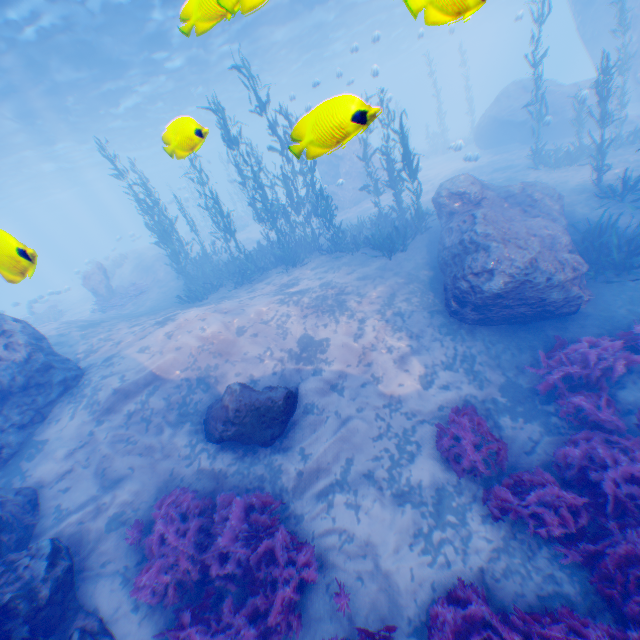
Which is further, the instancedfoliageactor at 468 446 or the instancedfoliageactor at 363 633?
the instancedfoliageactor at 468 446

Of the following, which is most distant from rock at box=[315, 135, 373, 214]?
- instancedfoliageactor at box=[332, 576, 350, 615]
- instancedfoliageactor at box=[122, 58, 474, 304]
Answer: instancedfoliageactor at box=[332, 576, 350, 615]

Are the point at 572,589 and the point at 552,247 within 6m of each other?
no

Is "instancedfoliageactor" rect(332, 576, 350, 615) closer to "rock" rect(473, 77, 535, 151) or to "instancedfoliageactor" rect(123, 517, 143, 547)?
"instancedfoliageactor" rect(123, 517, 143, 547)

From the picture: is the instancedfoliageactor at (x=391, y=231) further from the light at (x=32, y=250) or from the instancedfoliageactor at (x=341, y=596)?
the instancedfoliageactor at (x=341, y=596)

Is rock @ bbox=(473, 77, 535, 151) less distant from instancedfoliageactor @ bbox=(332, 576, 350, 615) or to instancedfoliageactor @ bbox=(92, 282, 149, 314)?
instancedfoliageactor @ bbox=(92, 282, 149, 314)

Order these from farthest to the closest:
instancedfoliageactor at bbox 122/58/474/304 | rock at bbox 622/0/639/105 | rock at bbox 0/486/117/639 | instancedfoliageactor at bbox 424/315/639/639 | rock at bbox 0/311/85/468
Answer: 1. rock at bbox 622/0/639/105
2. instancedfoliageactor at bbox 122/58/474/304
3. rock at bbox 0/311/85/468
4. rock at bbox 0/486/117/639
5. instancedfoliageactor at bbox 424/315/639/639

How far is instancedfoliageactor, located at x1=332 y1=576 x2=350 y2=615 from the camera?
5.1 meters
